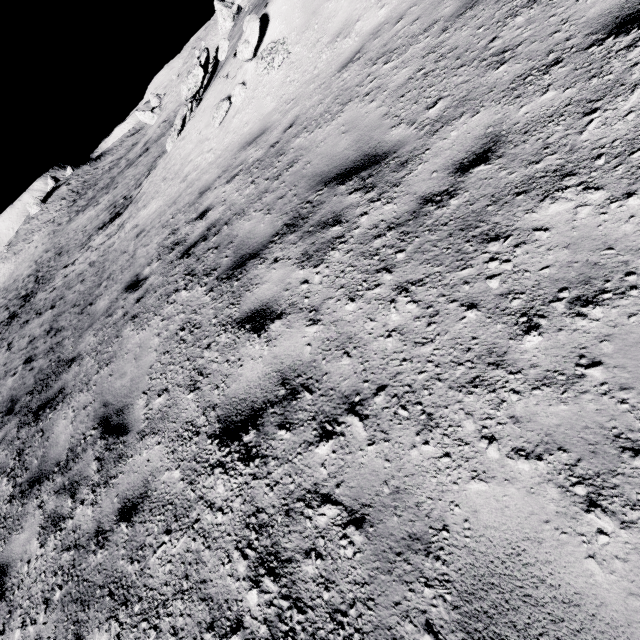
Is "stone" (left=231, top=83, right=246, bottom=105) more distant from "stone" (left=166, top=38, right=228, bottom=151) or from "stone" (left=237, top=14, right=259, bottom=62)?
"stone" (left=166, top=38, right=228, bottom=151)

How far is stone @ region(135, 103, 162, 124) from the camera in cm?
4613

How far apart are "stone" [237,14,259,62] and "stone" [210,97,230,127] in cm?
97

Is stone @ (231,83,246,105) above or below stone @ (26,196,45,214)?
below

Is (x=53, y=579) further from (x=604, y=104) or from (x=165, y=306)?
(x=604, y=104)

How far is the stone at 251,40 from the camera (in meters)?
7.38

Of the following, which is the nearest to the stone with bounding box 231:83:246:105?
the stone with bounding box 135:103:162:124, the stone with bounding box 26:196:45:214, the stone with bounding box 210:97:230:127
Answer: the stone with bounding box 210:97:230:127

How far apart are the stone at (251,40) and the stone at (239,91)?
0.55m
